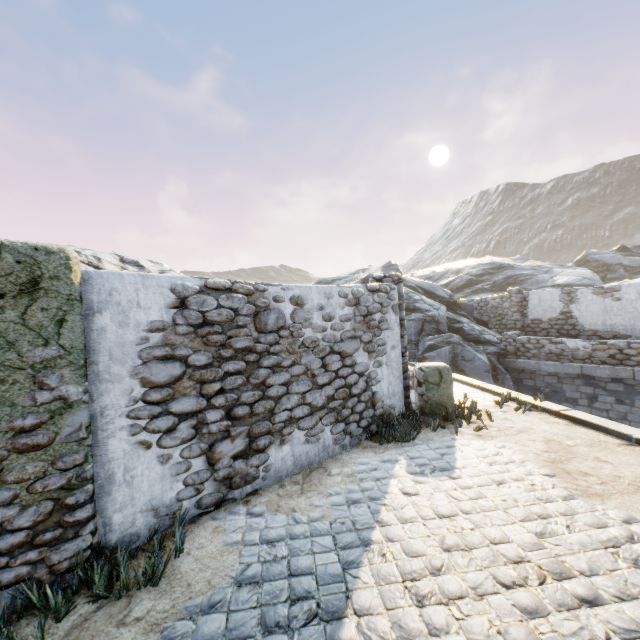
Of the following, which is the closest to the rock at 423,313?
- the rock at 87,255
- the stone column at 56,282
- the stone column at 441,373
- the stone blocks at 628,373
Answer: the stone blocks at 628,373

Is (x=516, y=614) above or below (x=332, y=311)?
below

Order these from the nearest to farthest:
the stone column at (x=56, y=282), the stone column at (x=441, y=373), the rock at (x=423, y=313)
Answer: the stone column at (x=56, y=282) → the stone column at (x=441, y=373) → the rock at (x=423, y=313)

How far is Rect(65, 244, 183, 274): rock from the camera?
11.4m

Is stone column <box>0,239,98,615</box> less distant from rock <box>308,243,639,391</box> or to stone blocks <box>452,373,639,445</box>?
stone blocks <box>452,373,639,445</box>

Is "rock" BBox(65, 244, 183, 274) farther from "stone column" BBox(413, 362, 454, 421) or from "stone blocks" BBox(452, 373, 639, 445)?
"stone column" BBox(413, 362, 454, 421)

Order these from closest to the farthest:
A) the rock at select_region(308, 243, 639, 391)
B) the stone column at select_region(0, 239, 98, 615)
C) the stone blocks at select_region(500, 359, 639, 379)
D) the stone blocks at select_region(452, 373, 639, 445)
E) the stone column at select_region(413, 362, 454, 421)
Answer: the stone column at select_region(0, 239, 98, 615), the stone blocks at select_region(452, 373, 639, 445), the stone column at select_region(413, 362, 454, 421), the stone blocks at select_region(500, 359, 639, 379), the rock at select_region(308, 243, 639, 391)

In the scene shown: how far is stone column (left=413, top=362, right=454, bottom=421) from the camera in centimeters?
679cm
